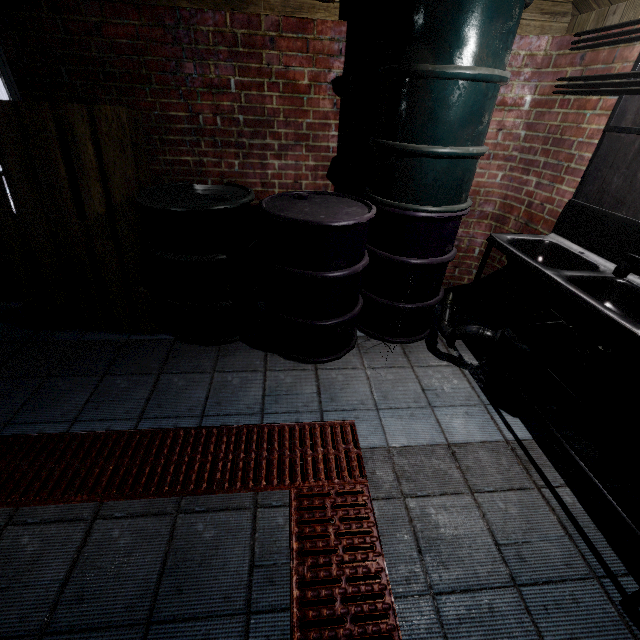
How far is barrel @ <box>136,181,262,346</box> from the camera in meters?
2.0 m

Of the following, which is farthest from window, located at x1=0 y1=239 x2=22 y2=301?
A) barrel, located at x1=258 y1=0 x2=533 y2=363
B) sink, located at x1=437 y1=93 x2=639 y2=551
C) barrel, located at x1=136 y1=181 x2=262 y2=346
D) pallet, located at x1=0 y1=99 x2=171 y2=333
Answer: sink, located at x1=437 y1=93 x2=639 y2=551

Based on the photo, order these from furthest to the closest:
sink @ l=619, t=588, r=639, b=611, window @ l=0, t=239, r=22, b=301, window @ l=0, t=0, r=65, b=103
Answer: window @ l=0, t=239, r=22, b=301 < window @ l=0, t=0, r=65, b=103 < sink @ l=619, t=588, r=639, b=611

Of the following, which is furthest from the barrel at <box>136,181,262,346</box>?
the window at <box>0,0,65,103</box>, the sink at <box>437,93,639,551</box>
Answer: the sink at <box>437,93,639,551</box>

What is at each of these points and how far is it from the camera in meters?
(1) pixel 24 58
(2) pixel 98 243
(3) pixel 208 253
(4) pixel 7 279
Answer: (1) window, 1.9
(2) pallet, 2.2
(3) barrel, 2.1
(4) window, 2.7

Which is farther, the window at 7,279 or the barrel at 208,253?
the window at 7,279

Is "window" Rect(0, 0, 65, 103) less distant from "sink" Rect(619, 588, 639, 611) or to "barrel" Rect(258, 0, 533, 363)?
"barrel" Rect(258, 0, 533, 363)

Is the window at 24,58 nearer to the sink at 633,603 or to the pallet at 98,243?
the pallet at 98,243
